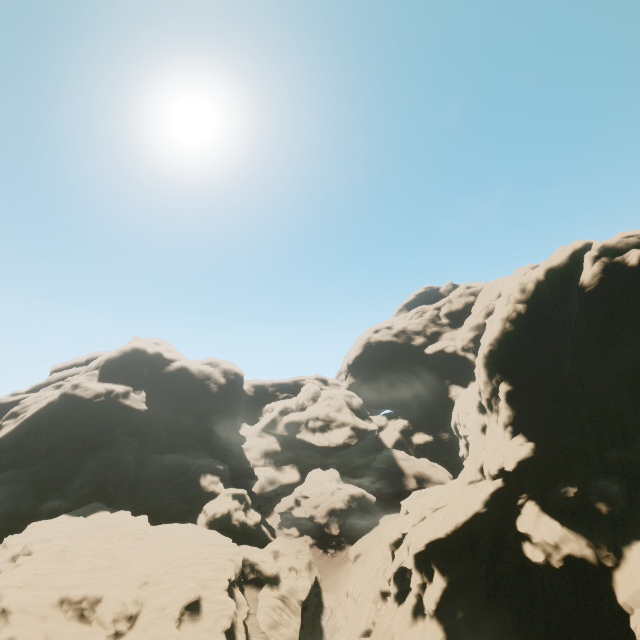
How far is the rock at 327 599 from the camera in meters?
42.8

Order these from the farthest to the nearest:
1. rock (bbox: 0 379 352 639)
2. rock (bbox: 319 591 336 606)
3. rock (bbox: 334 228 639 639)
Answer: rock (bbox: 319 591 336 606), rock (bbox: 0 379 352 639), rock (bbox: 334 228 639 639)

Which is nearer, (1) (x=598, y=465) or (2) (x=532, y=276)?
(1) (x=598, y=465)

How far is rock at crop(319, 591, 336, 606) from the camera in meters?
42.8 m

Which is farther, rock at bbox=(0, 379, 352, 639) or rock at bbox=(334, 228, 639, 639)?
rock at bbox=(0, 379, 352, 639)

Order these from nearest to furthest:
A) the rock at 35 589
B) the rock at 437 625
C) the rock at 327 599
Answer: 1. the rock at 437 625
2. the rock at 35 589
3. the rock at 327 599
